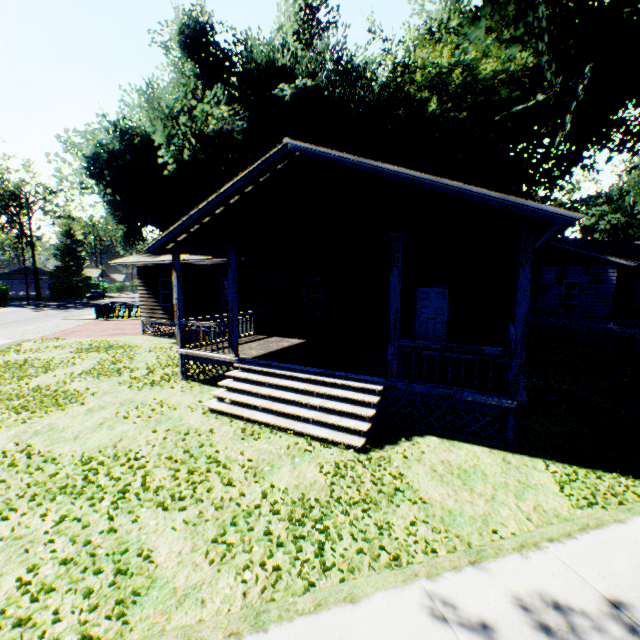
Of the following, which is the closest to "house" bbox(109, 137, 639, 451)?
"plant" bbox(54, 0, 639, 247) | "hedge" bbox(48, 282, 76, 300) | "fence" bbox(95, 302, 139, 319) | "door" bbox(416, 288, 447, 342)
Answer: "door" bbox(416, 288, 447, 342)

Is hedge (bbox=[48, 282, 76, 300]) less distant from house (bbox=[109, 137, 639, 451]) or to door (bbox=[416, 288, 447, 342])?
house (bbox=[109, 137, 639, 451])

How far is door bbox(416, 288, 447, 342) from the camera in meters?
11.6

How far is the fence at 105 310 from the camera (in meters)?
27.88

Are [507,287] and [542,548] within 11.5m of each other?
yes

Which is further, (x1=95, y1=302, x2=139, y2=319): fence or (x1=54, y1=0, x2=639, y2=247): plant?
(x1=95, y1=302, x2=139, y2=319): fence

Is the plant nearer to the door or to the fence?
the fence

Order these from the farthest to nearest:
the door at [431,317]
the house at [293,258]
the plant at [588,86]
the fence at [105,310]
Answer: the fence at [105,310], the plant at [588,86], the door at [431,317], the house at [293,258]
